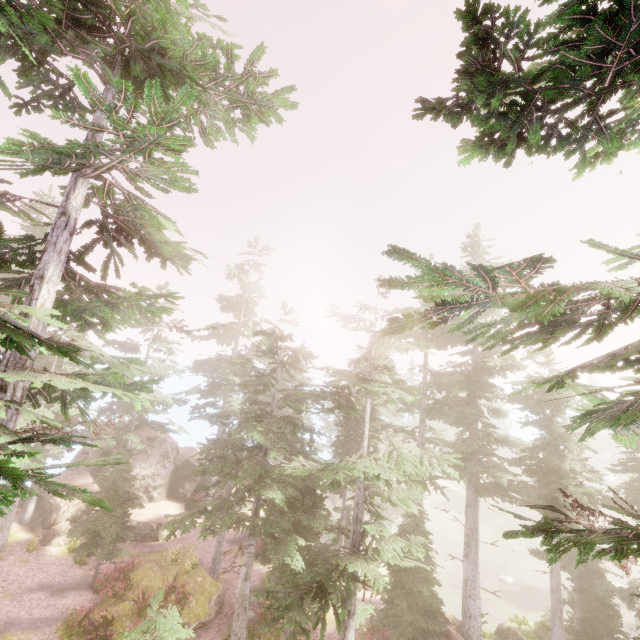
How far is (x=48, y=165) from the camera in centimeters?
641cm

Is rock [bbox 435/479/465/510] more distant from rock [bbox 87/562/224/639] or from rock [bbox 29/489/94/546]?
rock [bbox 87/562/224/639]

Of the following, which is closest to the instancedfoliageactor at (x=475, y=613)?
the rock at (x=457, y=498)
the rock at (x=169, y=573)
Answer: the rock at (x=457, y=498)

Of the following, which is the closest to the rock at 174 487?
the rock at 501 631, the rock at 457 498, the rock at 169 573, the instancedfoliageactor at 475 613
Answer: the instancedfoliageactor at 475 613

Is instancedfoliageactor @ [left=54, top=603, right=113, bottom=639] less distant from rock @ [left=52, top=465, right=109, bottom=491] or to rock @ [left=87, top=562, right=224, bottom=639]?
rock @ [left=52, top=465, right=109, bottom=491]

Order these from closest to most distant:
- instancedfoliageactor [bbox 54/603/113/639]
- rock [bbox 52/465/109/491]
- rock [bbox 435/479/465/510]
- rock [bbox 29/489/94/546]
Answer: instancedfoliageactor [bbox 54/603/113/639]
rock [bbox 29/489/94/546]
rock [bbox 52/465/109/491]
rock [bbox 435/479/465/510]

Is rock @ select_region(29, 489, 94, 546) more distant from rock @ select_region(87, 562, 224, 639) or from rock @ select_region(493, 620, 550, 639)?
rock @ select_region(493, 620, 550, 639)

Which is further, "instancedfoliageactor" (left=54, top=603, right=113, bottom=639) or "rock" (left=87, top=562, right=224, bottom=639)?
"rock" (left=87, top=562, right=224, bottom=639)
